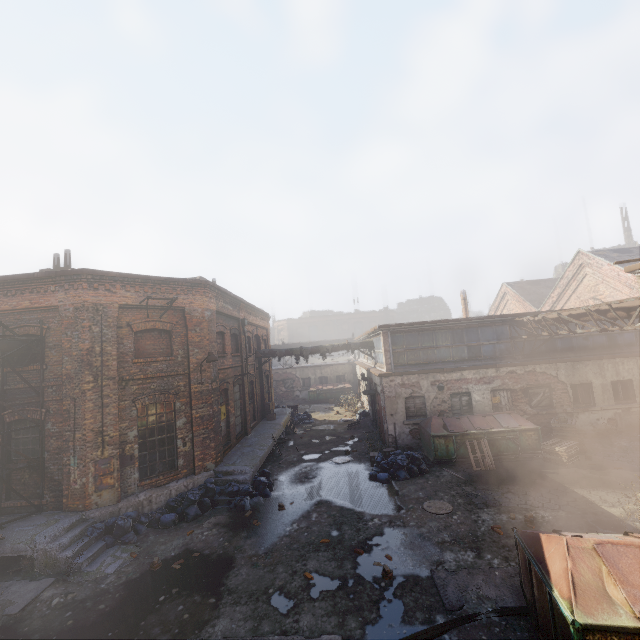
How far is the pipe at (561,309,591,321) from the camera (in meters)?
11.73

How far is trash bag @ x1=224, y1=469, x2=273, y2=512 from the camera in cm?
1116

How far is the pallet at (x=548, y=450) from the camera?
12.5 meters

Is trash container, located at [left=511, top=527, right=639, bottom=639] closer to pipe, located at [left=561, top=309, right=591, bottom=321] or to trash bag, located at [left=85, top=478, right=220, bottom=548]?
pipe, located at [left=561, top=309, right=591, bottom=321]

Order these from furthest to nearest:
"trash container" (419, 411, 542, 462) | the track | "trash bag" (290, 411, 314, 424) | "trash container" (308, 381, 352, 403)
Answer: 1. "trash container" (308, 381, 352, 403)
2. "trash bag" (290, 411, 314, 424)
3. "trash container" (419, 411, 542, 462)
4. the track

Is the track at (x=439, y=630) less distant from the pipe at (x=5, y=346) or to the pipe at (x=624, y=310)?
the pipe at (x=624, y=310)

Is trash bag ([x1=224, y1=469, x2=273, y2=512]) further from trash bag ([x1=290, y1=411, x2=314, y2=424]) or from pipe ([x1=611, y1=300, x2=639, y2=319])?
pipe ([x1=611, y1=300, x2=639, y2=319])

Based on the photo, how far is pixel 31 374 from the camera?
10.40m
